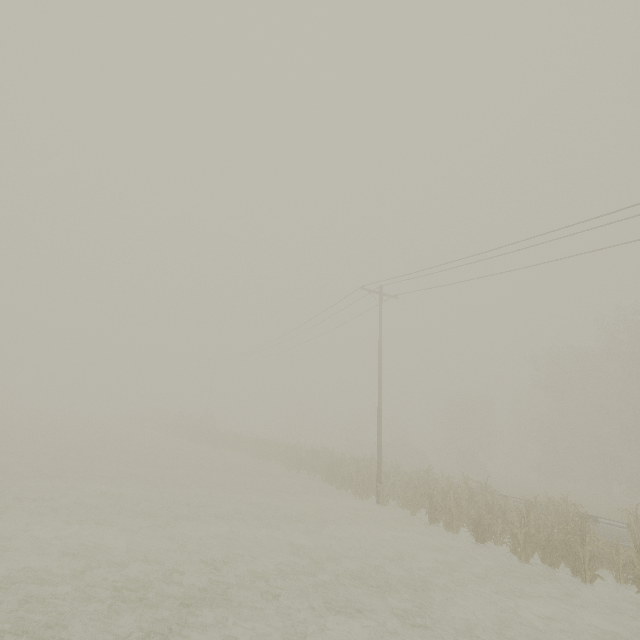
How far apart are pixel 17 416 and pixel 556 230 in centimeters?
5913cm
